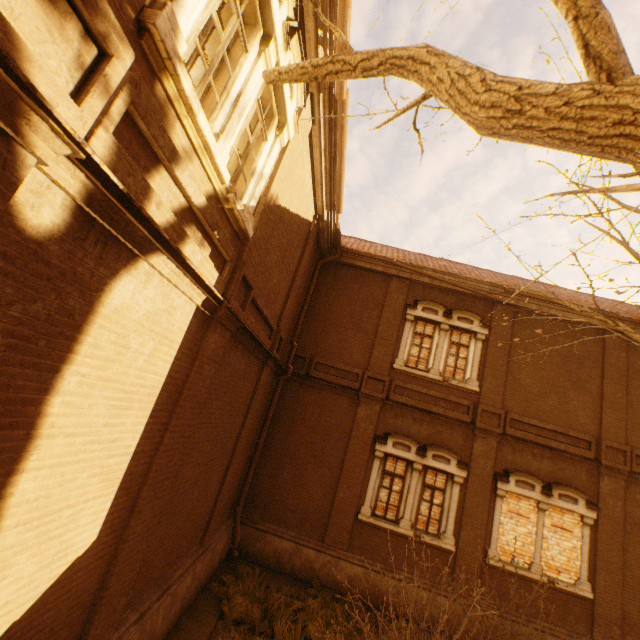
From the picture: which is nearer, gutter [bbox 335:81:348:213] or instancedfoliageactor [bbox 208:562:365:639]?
gutter [bbox 335:81:348:213]

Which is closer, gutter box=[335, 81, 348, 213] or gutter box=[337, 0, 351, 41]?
gutter box=[337, 0, 351, 41]

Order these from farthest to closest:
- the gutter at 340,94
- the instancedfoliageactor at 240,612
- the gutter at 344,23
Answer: the instancedfoliageactor at 240,612, the gutter at 340,94, the gutter at 344,23

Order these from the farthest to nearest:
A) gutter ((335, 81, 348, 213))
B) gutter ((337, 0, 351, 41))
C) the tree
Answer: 1. gutter ((335, 81, 348, 213))
2. gutter ((337, 0, 351, 41))
3. the tree

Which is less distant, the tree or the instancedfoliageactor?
the tree

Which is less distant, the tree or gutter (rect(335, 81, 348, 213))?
the tree

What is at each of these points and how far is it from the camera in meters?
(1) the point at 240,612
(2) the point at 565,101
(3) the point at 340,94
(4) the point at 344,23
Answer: (1) instancedfoliageactor, 7.3 m
(2) tree, 1.6 m
(3) gutter, 6.2 m
(4) gutter, 5.2 m

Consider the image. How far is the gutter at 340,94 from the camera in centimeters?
619cm
